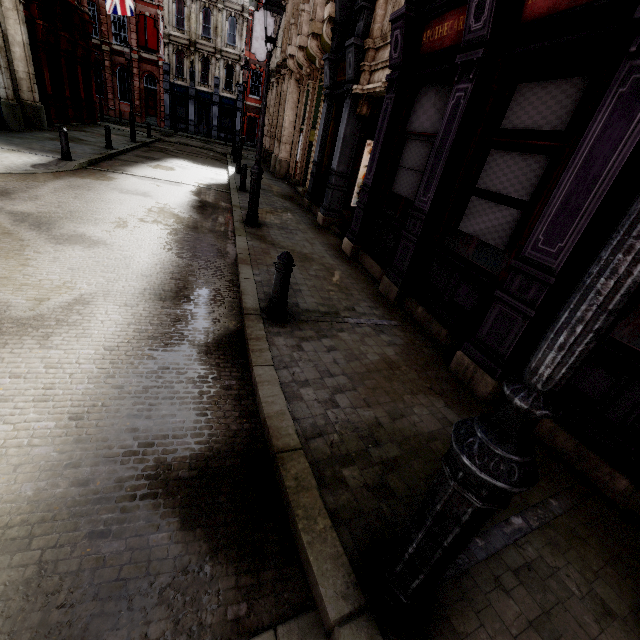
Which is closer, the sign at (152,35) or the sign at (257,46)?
the sign at (257,46)

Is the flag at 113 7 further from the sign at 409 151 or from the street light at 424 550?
the street light at 424 550

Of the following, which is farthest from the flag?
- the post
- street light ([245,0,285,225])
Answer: the post

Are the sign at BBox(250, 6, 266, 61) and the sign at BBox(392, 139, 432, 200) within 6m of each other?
no

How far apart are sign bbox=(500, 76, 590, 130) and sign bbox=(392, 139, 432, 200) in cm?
130

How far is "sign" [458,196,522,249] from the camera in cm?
415

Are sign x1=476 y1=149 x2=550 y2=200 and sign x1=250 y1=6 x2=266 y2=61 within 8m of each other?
no

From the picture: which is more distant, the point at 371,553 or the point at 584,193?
the point at 584,193
